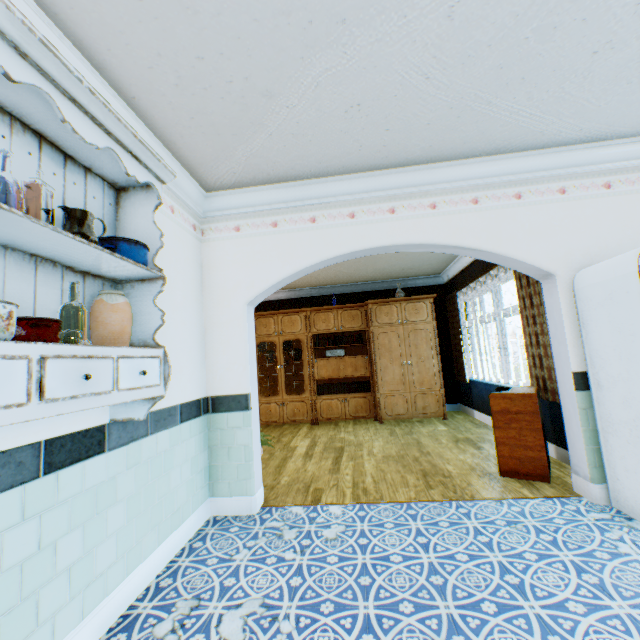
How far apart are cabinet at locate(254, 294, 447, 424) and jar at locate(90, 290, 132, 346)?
5.44m

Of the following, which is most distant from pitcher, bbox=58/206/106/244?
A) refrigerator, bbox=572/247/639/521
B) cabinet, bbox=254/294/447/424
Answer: cabinet, bbox=254/294/447/424

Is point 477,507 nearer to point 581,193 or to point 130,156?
point 581,193

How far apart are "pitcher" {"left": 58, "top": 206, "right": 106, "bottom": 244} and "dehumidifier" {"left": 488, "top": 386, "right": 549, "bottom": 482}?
3.8 meters

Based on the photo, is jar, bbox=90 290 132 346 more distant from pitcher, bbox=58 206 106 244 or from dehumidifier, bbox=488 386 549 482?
dehumidifier, bbox=488 386 549 482

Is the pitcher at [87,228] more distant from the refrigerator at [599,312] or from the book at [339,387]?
the book at [339,387]

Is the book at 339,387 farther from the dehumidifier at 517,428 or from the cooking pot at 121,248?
the cooking pot at 121,248

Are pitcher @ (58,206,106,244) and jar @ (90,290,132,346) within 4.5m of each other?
yes
